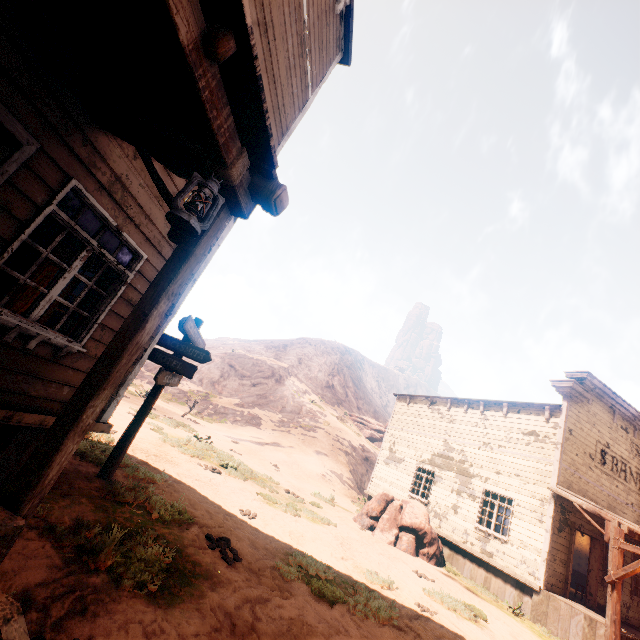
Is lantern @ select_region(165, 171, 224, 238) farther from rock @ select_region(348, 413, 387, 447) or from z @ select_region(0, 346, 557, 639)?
rock @ select_region(348, 413, 387, 447)

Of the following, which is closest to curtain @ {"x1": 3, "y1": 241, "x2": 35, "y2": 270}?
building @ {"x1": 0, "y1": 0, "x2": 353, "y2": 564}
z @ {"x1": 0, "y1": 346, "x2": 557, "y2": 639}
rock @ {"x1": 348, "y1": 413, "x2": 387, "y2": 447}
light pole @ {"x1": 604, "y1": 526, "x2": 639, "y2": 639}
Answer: building @ {"x1": 0, "y1": 0, "x2": 353, "y2": 564}

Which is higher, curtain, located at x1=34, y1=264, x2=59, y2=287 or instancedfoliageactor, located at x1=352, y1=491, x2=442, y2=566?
curtain, located at x1=34, y1=264, x2=59, y2=287

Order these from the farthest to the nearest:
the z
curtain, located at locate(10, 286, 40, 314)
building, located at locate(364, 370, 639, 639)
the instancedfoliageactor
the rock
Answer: the rock, the instancedfoliageactor, building, located at locate(364, 370, 639, 639), curtain, located at locate(10, 286, 40, 314), the z

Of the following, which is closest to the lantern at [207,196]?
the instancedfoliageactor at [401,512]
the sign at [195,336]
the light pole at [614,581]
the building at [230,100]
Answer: the building at [230,100]

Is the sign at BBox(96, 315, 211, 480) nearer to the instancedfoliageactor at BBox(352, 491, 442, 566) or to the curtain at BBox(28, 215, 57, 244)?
the curtain at BBox(28, 215, 57, 244)

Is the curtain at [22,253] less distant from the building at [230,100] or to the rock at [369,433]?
the building at [230,100]

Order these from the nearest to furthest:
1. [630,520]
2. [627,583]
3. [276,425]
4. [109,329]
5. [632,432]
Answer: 1. [109,329]
2. [627,583]
3. [630,520]
4. [632,432]
5. [276,425]
